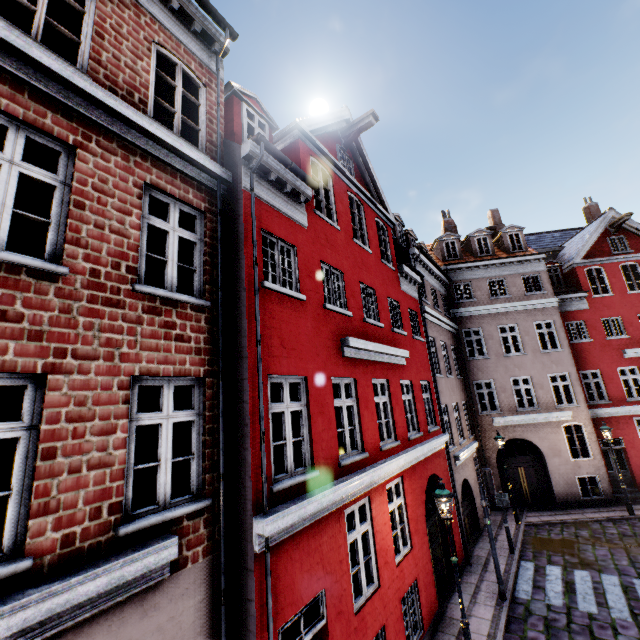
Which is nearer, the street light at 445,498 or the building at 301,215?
the building at 301,215

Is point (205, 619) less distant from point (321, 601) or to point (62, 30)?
point (321, 601)

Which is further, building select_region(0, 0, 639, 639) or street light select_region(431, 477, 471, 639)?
street light select_region(431, 477, 471, 639)
